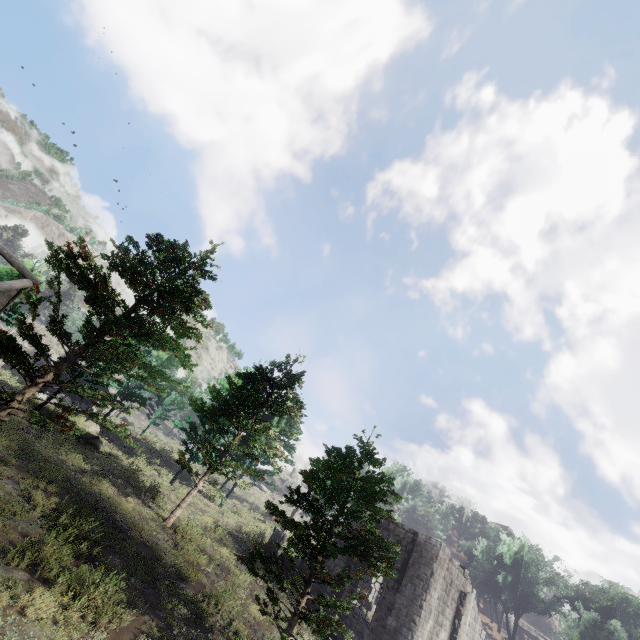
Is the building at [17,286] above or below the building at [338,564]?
above

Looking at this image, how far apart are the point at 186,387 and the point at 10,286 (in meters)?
11.24

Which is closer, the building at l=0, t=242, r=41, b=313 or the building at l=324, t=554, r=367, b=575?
the building at l=0, t=242, r=41, b=313

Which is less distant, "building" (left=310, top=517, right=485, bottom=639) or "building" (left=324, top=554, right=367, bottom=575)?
"building" (left=310, top=517, right=485, bottom=639)

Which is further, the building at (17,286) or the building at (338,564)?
the building at (338,564)

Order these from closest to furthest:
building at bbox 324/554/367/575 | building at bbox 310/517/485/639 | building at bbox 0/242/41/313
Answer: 1. building at bbox 310/517/485/639
2. building at bbox 0/242/41/313
3. building at bbox 324/554/367/575

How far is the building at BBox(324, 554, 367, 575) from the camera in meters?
18.1
